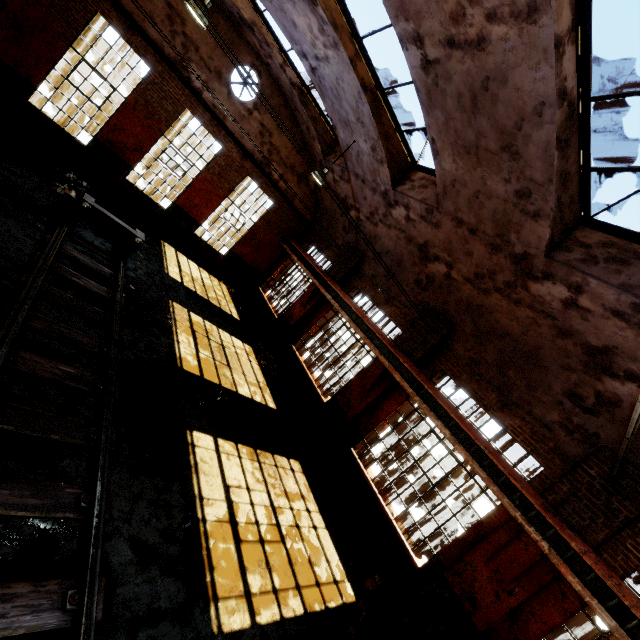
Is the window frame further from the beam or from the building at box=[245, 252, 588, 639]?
the beam

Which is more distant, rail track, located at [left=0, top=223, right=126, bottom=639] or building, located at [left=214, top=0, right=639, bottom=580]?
building, located at [left=214, top=0, right=639, bottom=580]

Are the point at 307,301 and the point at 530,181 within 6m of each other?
no

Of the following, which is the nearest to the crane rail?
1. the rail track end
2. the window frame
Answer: the window frame

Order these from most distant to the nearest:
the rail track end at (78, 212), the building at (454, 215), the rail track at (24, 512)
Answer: the rail track end at (78, 212) → the building at (454, 215) → the rail track at (24, 512)

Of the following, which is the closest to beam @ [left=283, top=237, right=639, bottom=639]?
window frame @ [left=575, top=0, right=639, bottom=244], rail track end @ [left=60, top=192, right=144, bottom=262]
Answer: window frame @ [left=575, top=0, right=639, bottom=244]

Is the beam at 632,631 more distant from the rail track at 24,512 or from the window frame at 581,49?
the rail track at 24,512

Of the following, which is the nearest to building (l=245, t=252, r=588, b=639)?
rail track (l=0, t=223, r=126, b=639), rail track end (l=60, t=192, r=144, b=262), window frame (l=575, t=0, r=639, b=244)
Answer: window frame (l=575, t=0, r=639, b=244)
